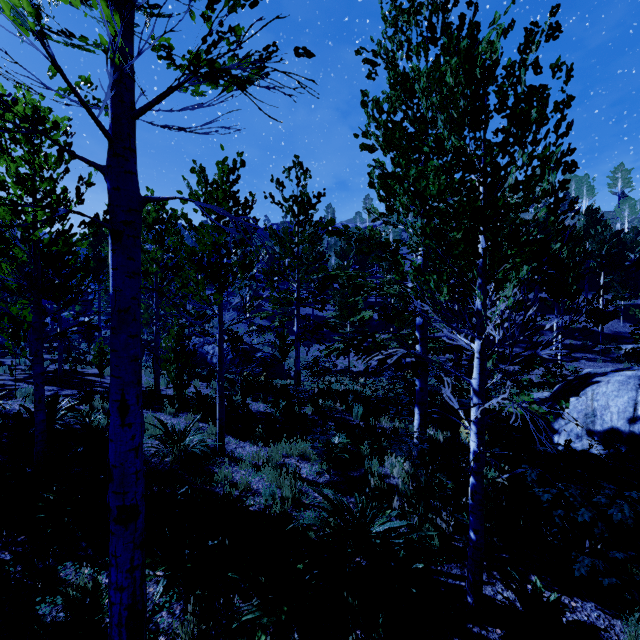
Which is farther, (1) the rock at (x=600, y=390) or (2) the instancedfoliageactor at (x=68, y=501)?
→ (1) the rock at (x=600, y=390)

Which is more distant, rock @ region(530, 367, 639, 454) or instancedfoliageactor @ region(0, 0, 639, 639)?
rock @ region(530, 367, 639, 454)

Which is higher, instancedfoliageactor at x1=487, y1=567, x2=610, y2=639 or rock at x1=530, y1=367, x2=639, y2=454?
rock at x1=530, y1=367, x2=639, y2=454

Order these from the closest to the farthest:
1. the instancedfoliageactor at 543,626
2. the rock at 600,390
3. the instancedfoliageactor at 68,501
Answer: the instancedfoliageactor at 68,501 < the instancedfoliageactor at 543,626 < the rock at 600,390

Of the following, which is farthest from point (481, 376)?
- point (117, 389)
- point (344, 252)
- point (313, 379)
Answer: point (344, 252)

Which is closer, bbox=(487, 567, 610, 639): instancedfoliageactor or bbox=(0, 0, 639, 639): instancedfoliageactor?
bbox=(0, 0, 639, 639): instancedfoliageactor

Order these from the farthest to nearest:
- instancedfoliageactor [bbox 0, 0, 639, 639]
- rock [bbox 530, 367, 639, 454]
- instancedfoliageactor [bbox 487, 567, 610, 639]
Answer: rock [bbox 530, 367, 639, 454] < instancedfoliageactor [bbox 487, 567, 610, 639] < instancedfoliageactor [bbox 0, 0, 639, 639]
